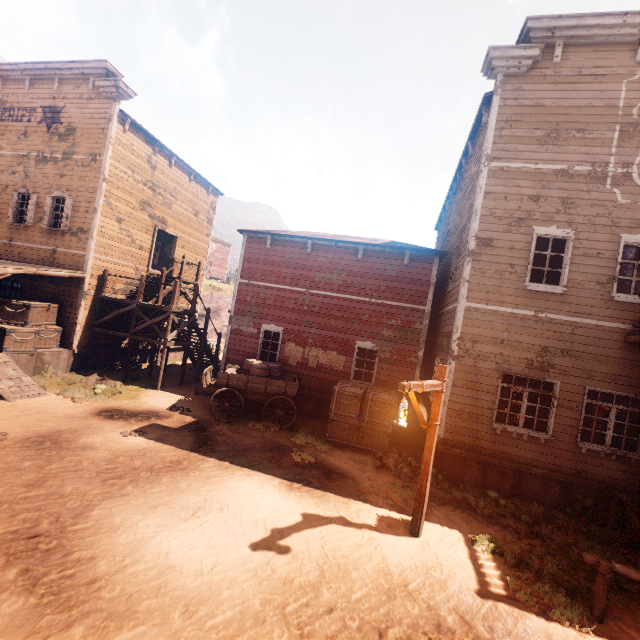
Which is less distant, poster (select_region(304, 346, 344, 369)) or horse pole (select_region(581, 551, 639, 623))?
horse pole (select_region(581, 551, 639, 623))

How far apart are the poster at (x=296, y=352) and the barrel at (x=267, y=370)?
0.89m

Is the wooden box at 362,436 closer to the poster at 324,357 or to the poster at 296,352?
the poster at 324,357

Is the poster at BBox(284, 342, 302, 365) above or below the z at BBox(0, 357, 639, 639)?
above

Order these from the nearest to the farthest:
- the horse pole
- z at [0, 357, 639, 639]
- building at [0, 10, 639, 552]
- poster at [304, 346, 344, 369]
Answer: z at [0, 357, 639, 639], the horse pole, building at [0, 10, 639, 552], poster at [304, 346, 344, 369]

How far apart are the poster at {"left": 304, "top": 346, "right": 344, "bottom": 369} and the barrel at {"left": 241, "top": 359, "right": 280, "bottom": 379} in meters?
1.2

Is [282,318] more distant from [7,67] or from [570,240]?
[7,67]

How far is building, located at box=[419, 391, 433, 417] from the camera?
11.1 meters
